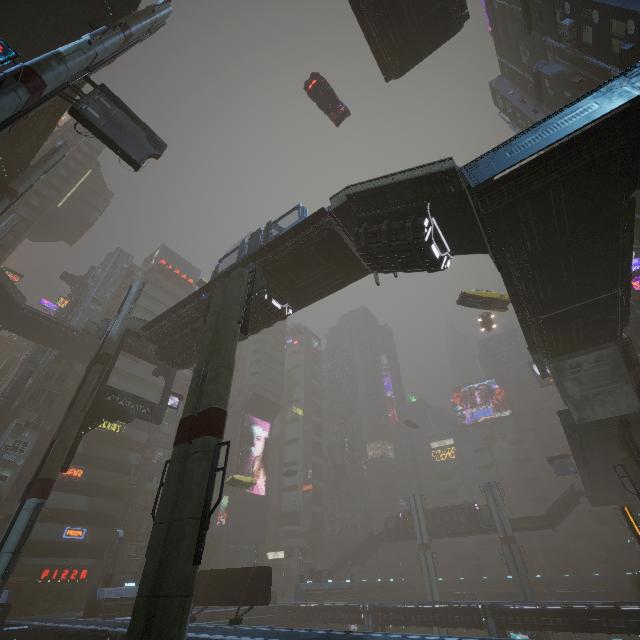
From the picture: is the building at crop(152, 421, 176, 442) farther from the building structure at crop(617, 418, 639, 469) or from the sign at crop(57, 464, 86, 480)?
the building structure at crop(617, 418, 639, 469)

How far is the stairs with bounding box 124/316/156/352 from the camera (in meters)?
25.50

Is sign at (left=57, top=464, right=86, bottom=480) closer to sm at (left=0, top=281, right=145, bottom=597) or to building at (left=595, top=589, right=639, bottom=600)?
building at (left=595, top=589, right=639, bottom=600)

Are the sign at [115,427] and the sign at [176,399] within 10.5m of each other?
no

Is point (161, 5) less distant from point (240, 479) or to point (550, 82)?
point (550, 82)

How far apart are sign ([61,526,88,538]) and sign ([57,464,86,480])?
4.4 meters

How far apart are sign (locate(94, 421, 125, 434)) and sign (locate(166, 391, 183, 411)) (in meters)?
19.98

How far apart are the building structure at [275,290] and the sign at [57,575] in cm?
4128
